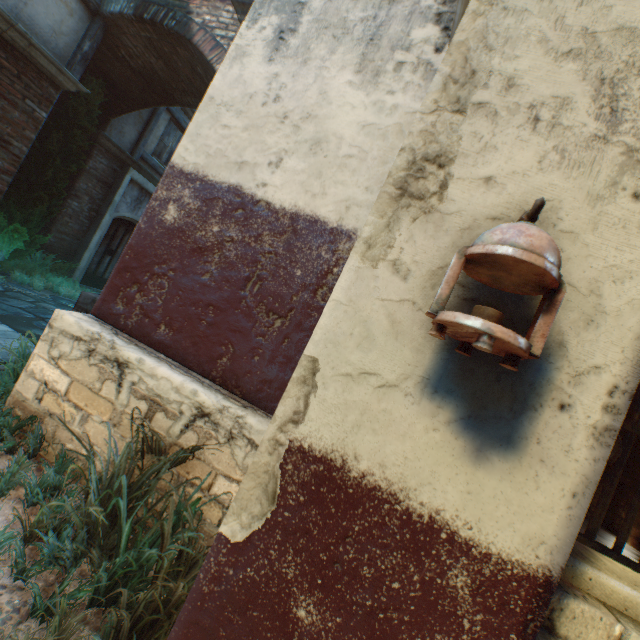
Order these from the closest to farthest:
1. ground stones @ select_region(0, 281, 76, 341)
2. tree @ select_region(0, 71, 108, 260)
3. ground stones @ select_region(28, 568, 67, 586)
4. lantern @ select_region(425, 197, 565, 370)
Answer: lantern @ select_region(425, 197, 565, 370) < ground stones @ select_region(28, 568, 67, 586) < ground stones @ select_region(0, 281, 76, 341) < tree @ select_region(0, 71, 108, 260)

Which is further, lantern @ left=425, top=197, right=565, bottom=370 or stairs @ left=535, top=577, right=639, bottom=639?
stairs @ left=535, top=577, right=639, bottom=639

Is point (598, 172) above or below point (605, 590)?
above

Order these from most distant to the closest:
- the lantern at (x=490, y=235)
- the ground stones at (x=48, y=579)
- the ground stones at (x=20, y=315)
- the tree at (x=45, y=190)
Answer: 1. the tree at (x=45, y=190)
2. the ground stones at (x=20, y=315)
3. the ground stones at (x=48, y=579)
4. the lantern at (x=490, y=235)

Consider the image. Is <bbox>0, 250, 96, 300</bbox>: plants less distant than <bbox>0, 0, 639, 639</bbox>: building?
No

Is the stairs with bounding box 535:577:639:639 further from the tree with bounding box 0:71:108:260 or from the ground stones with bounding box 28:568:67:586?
the tree with bounding box 0:71:108:260

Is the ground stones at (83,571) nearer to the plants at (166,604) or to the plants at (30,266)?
the plants at (166,604)
